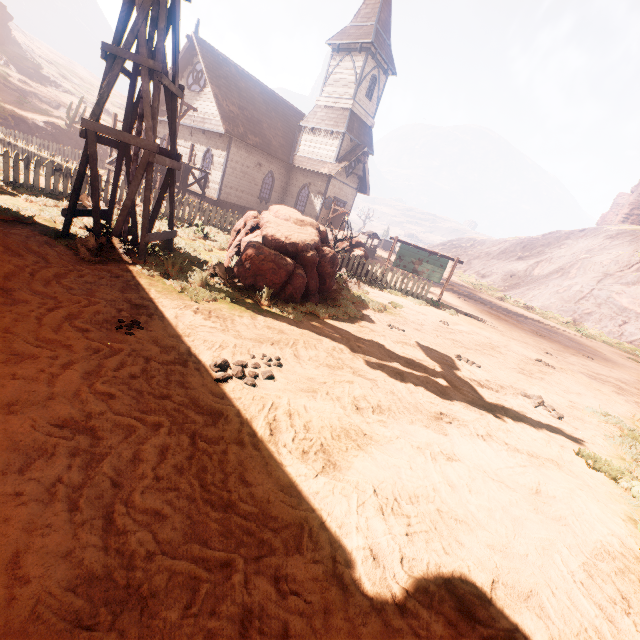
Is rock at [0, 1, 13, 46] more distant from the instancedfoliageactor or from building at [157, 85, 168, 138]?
the instancedfoliageactor

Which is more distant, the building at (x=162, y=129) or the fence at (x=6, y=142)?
the building at (x=162, y=129)

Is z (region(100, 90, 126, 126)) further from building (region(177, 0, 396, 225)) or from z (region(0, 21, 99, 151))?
z (region(0, 21, 99, 151))

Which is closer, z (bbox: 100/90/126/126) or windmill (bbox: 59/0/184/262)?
windmill (bbox: 59/0/184/262)

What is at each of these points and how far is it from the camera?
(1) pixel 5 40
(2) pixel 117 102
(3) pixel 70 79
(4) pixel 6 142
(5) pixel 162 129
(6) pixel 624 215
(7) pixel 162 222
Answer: (1) rock, 39.4 meters
(2) z, 53.1 meters
(3) z, 47.8 meters
(4) fence, 14.4 meters
(5) building, 25.2 meters
(6) rock, 55.1 meters
(7) z, 11.4 meters

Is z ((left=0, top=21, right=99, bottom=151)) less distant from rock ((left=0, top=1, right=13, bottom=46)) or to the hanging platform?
rock ((left=0, top=1, right=13, bottom=46))

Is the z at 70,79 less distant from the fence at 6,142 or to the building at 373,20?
the building at 373,20

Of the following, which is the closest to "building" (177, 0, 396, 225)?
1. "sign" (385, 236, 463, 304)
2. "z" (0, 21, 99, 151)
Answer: "sign" (385, 236, 463, 304)
